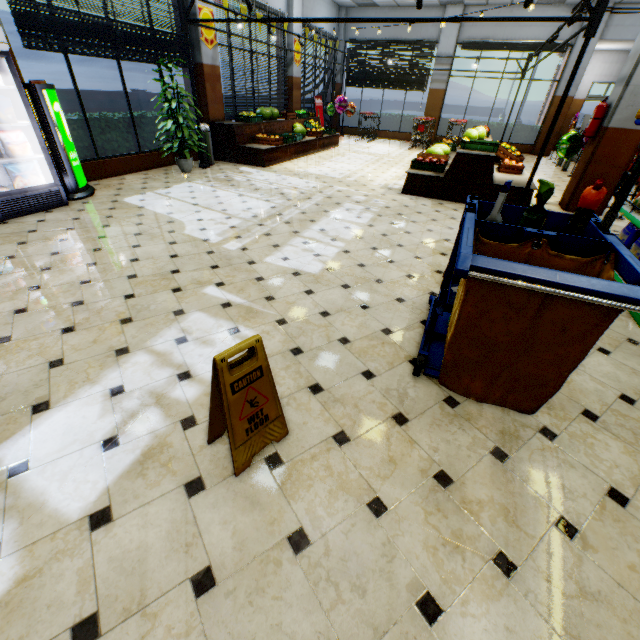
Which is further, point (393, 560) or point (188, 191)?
point (188, 191)

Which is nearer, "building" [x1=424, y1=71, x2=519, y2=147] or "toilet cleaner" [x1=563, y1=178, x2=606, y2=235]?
"toilet cleaner" [x1=563, y1=178, x2=606, y2=235]

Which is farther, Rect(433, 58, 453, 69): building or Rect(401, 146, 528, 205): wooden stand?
Rect(433, 58, 453, 69): building

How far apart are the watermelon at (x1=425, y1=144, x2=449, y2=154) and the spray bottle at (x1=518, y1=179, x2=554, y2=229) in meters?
7.7

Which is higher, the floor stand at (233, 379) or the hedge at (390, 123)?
the hedge at (390, 123)

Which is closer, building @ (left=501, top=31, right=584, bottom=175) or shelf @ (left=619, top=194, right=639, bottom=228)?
shelf @ (left=619, top=194, right=639, bottom=228)

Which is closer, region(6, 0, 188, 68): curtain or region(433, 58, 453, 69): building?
region(6, 0, 188, 68): curtain

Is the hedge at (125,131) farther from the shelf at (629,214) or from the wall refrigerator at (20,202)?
the shelf at (629,214)
